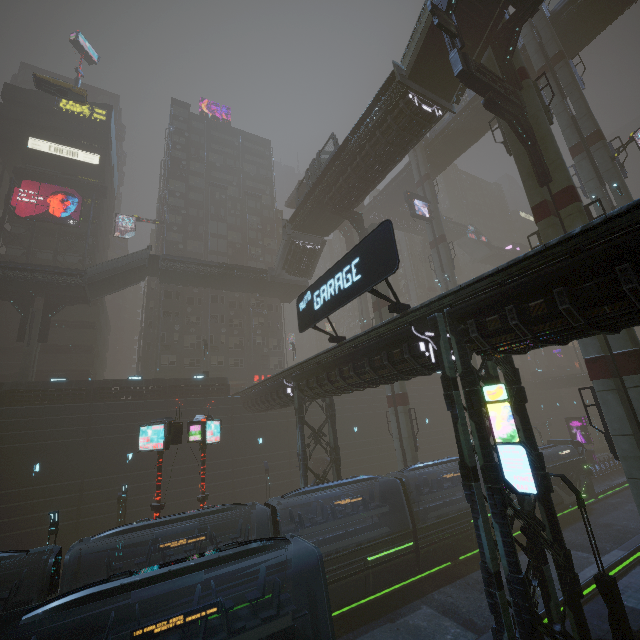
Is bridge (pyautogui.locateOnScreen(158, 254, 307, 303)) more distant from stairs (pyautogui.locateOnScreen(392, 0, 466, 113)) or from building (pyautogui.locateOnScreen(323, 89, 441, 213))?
stairs (pyautogui.locateOnScreen(392, 0, 466, 113))

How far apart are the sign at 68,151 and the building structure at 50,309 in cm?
2271

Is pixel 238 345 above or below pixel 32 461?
above

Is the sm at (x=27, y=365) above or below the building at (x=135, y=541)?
above

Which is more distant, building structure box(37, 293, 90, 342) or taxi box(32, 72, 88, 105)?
taxi box(32, 72, 88, 105)

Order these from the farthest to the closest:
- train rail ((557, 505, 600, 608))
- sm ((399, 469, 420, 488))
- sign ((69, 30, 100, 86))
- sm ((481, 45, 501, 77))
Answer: sign ((69, 30, 100, 86)) < sm ((399, 469, 420, 488)) < sm ((481, 45, 501, 77)) < train rail ((557, 505, 600, 608))

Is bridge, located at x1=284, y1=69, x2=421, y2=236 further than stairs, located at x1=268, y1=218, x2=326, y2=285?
No

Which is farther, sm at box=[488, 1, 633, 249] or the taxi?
the taxi
